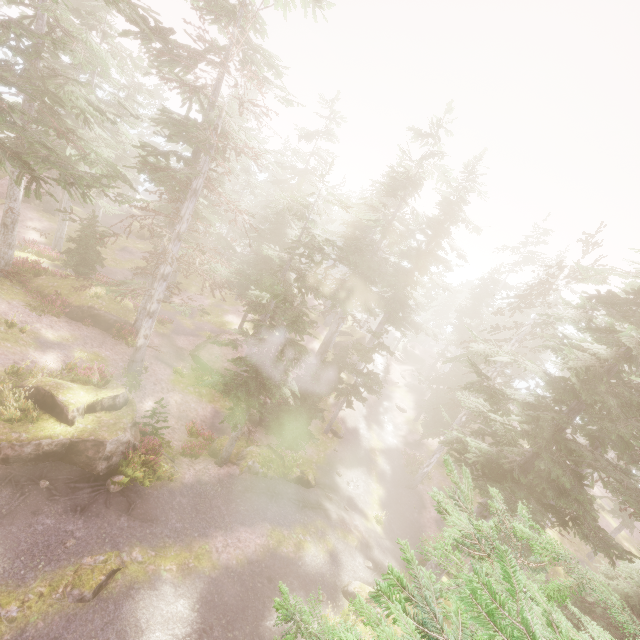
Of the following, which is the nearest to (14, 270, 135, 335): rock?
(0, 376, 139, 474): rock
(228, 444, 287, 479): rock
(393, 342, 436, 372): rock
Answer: (0, 376, 139, 474): rock

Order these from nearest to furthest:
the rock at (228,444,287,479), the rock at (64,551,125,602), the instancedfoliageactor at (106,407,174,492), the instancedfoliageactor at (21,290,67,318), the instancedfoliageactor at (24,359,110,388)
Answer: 1. the rock at (64,551,125,602)
2. the instancedfoliageactor at (106,407,174,492)
3. the instancedfoliageactor at (24,359,110,388)
4. the rock at (228,444,287,479)
5. the instancedfoliageactor at (21,290,67,318)

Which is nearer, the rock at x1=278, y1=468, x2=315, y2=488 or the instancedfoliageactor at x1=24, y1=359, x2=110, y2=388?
the instancedfoliageactor at x1=24, y1=359, x2=110, y2=388

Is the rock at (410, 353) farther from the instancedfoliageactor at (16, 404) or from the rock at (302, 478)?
the rock at (302, 478)

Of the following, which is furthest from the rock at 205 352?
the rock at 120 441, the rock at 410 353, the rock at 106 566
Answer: the rock at 410 353

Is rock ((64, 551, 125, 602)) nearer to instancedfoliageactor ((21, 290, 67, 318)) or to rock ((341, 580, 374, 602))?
instancedfoliageactor ((21, 290, 67, 318))

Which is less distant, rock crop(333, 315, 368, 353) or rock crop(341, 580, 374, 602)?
rock crop(341, 580, 374, 602)

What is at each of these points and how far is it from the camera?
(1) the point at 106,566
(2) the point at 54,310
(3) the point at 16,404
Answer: (1) rock, 10.28m
(2) instancedfoliageactor, 19.20m
(3) instancedfoliageactor, 11.49m
